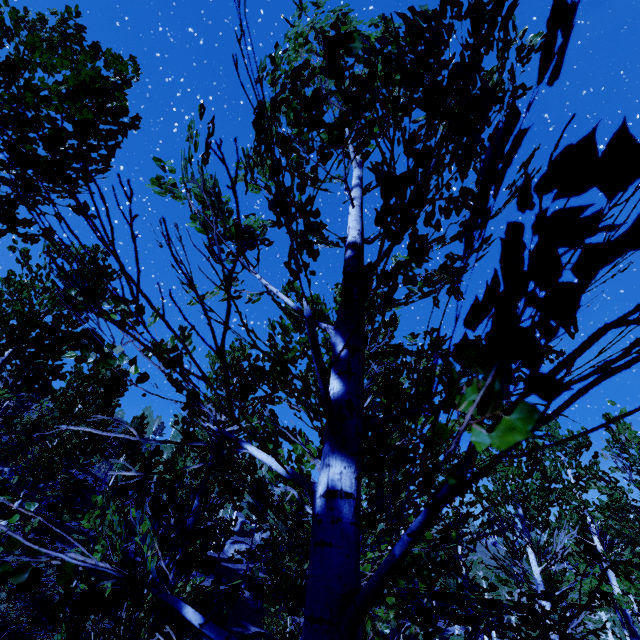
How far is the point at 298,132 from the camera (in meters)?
1.22
